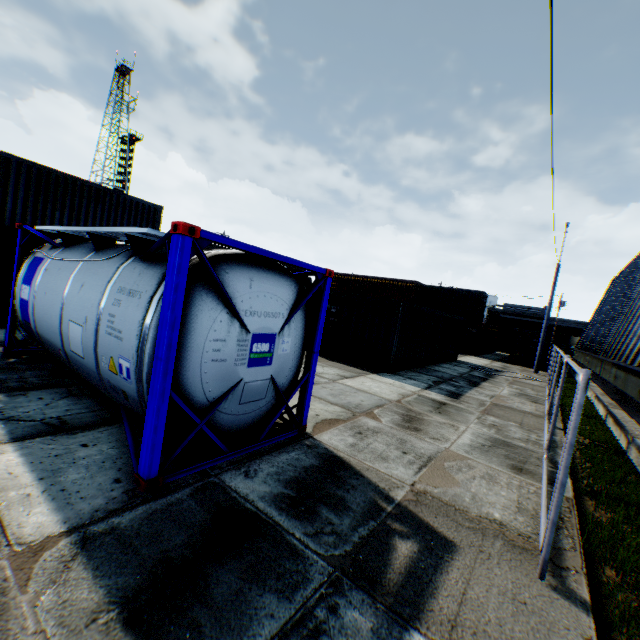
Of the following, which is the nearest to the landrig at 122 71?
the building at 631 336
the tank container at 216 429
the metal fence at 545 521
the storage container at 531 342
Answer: the storage container at 531 342

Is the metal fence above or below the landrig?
below

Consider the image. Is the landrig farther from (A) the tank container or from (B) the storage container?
(A) the tank container

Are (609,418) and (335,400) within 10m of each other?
yes

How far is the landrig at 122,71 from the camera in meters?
53.2

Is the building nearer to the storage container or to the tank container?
the tank container

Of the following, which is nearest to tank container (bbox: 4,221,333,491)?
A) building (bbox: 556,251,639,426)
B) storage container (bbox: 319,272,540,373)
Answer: building (bbox: 556,251,639,426)

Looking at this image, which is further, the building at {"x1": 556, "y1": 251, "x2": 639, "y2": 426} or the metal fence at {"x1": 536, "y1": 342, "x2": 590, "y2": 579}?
the building at {"x1": 556, "y1": 251, "x2": 639, "y2": 426}
